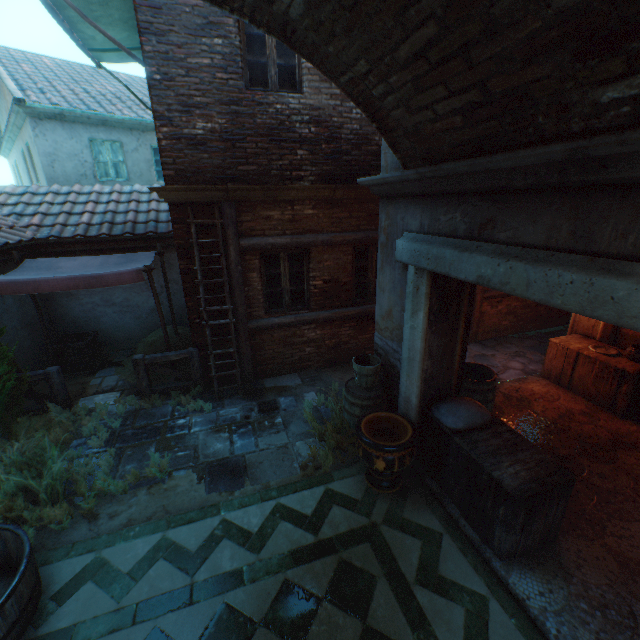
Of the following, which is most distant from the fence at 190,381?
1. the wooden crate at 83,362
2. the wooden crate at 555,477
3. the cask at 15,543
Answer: the wooden crate at 555,477

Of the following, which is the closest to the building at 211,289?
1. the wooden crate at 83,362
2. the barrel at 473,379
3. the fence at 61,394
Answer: the barrel at 473,379

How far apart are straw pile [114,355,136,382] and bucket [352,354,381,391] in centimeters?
425cm

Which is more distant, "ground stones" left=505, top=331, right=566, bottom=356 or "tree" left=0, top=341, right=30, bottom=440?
"ground stones" left=505, top=331, right=566, bottom=356

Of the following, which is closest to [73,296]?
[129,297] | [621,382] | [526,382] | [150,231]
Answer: [129,297]

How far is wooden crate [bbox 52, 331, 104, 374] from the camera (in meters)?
7.45

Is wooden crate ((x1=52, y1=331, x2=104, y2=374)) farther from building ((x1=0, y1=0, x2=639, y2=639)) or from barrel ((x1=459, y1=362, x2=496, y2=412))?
barrel ((x1=459, y1=362, x2=496, y2=412))

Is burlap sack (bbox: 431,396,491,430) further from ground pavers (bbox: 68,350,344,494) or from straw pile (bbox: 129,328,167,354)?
straw pile (bbox: 129,328,167,354)
